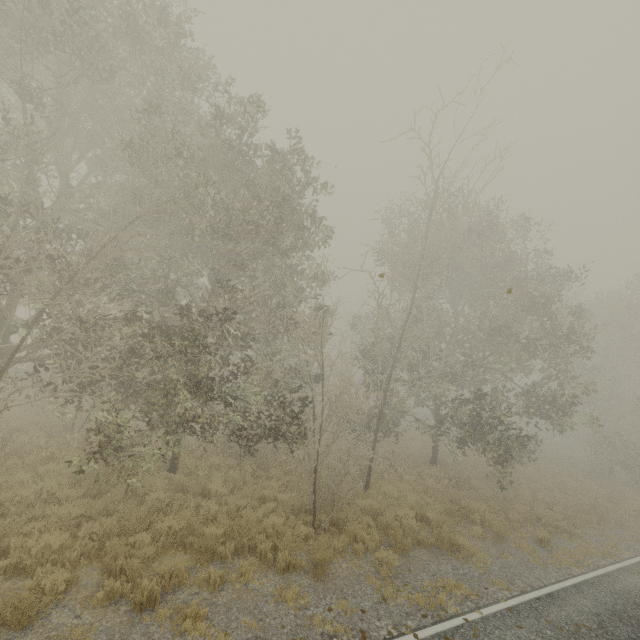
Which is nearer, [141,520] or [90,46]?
[141,520]
